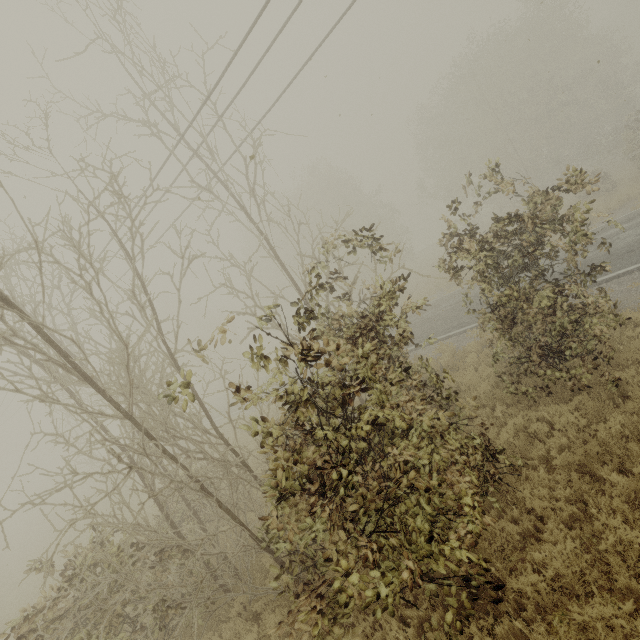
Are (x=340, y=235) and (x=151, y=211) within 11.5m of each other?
yes
